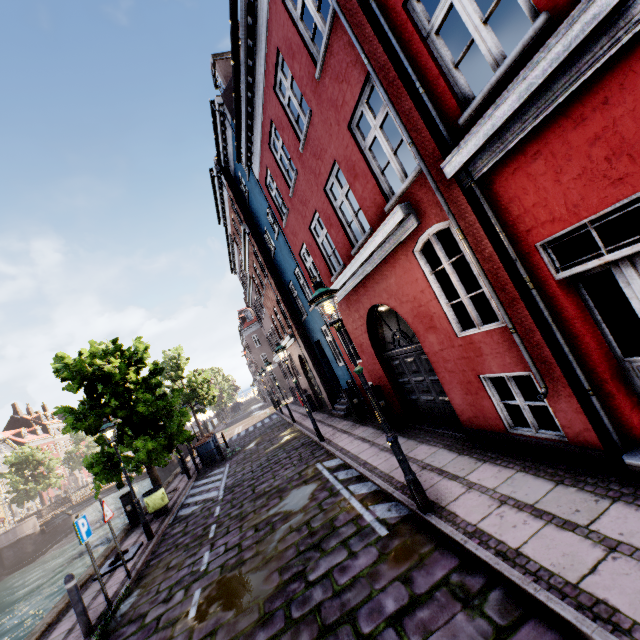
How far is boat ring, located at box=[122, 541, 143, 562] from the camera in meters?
8.8 m

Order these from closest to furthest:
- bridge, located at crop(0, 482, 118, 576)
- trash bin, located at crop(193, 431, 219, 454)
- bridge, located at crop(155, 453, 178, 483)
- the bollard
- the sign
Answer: the bollard
the sign
trash bin, located at crop(193, 431, 219, 454)
bridge, located at crop(0, 482, 118, 576)
bridge, located at crop(155, 453, 178, 483)

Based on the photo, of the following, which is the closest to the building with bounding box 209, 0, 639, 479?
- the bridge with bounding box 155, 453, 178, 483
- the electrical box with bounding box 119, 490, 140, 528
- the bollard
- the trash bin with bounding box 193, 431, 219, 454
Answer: the trash bin with bounding box 193, 431, 219, 454

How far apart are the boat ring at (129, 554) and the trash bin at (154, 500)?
2.1 meters

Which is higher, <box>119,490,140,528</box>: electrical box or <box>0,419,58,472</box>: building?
<box>0,419,58,472</box>: building

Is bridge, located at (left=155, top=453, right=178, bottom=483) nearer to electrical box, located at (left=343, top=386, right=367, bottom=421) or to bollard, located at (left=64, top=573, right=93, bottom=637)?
electrical box, located at (left=343, top=386, right=367, bottom=421)

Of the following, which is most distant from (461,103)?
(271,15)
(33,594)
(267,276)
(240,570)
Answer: (33,594)

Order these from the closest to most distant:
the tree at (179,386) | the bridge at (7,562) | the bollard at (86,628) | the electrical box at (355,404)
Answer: the bollard at (86,628)
the electrical box at (355,404)
the tree at (179,386)
the bridge at (7,562)
